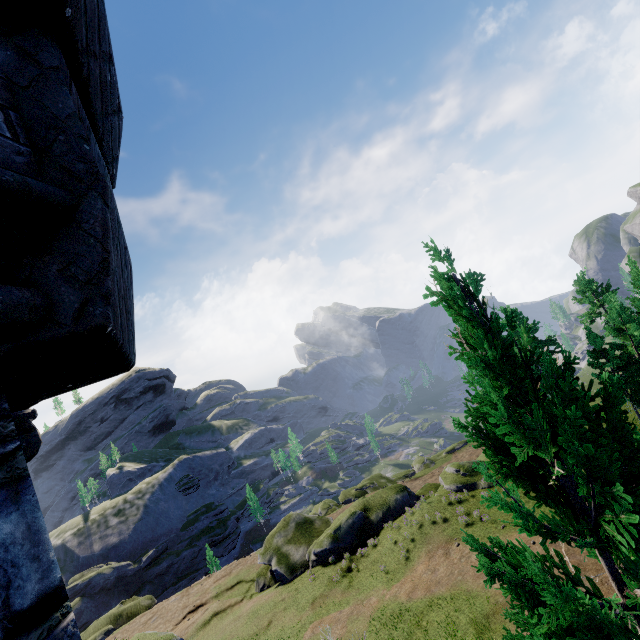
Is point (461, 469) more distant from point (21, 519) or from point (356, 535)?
point (21, 519)
